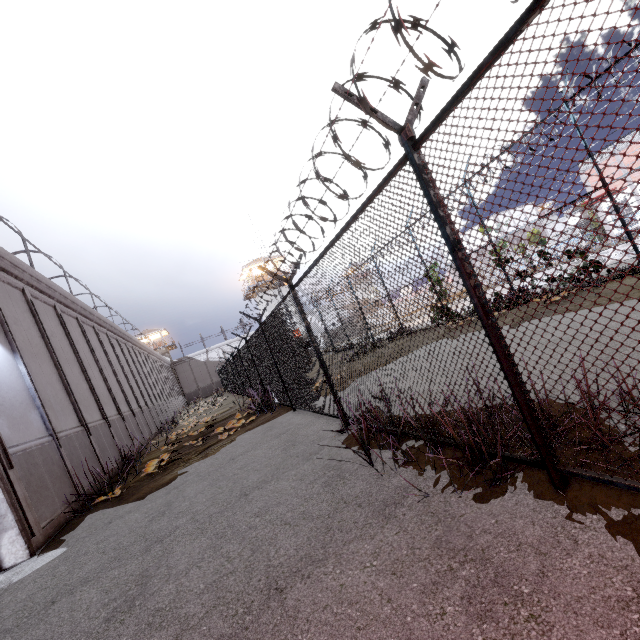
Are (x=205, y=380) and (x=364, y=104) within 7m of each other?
no
